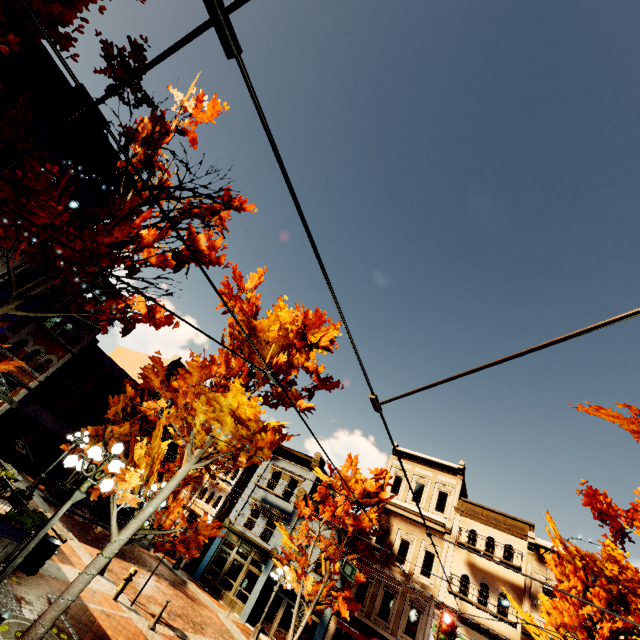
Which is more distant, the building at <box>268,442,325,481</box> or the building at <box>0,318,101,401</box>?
the building at <box>268,442,325,481</box>

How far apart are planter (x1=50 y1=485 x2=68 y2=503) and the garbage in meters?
12.2 m

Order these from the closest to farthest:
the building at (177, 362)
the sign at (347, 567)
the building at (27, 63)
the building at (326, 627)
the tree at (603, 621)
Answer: the building at (27, 63), the tree at (603, 621), the sign at (347, 567), the building at (326, 627), the building at (177, 362)

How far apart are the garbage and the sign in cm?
948

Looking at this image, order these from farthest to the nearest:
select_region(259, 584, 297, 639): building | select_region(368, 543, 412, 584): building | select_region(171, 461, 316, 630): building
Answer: select_region(171, 461, 316, 630): building < select_region(259, 584, 297, 639): building < select_region(368, 543, 412, 584): building

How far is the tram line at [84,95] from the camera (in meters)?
2.03

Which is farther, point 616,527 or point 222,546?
point 222,546

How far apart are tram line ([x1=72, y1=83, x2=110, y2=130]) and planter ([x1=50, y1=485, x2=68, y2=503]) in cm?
2479
